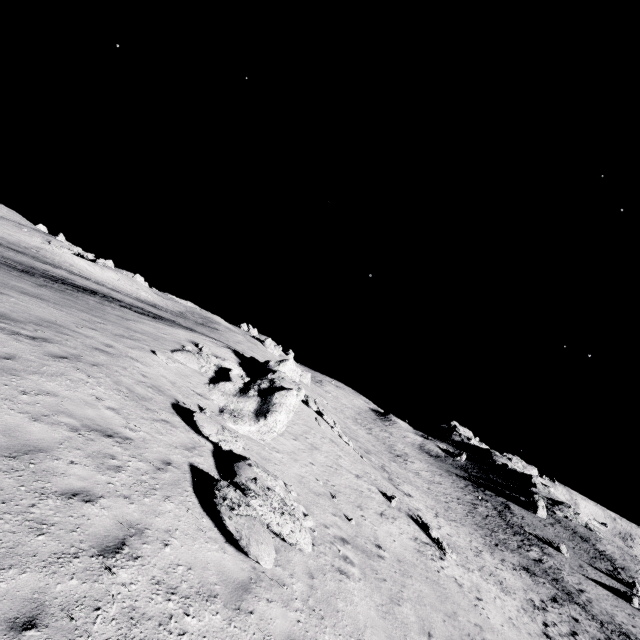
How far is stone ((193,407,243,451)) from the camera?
9.4m

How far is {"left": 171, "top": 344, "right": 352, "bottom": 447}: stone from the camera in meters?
13.2 m

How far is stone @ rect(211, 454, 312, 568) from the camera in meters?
6.2

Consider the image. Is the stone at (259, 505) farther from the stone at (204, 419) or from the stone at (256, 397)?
the stone at (256, 397)

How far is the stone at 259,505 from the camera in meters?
6.2

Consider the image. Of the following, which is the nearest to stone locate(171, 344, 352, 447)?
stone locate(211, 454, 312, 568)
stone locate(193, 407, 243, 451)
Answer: stone locate(193, 407, 243, 451)

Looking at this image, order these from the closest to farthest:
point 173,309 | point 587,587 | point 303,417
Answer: point 303,417 < point 587,587 < point 173,309

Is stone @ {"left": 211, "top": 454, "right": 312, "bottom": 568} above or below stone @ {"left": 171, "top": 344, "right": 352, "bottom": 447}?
below
